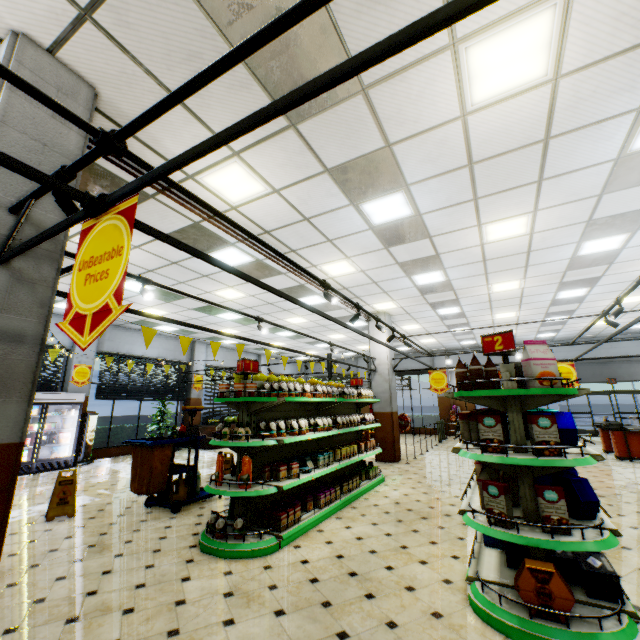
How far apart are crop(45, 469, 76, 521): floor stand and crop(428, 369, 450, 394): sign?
9.2m

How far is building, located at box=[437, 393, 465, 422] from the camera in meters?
18.9

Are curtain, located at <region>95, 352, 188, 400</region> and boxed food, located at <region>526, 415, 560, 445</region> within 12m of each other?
no

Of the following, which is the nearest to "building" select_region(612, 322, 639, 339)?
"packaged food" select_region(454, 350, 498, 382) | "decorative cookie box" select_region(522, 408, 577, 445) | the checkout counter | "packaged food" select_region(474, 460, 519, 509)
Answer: the checkout counter

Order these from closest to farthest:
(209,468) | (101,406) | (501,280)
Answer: (501,280), (209,468), (101,406)

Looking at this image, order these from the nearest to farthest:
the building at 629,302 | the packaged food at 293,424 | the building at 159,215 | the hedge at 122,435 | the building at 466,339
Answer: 1. the packaged food at 293,424
2. the building at 159,215
3. the building at 629,302
4. the hedge at 122,435
5. the building at 466,339

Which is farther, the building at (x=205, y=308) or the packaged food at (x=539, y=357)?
the building at (x=205, y=308)

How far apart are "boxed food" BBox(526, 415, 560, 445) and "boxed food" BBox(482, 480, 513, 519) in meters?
0.4
